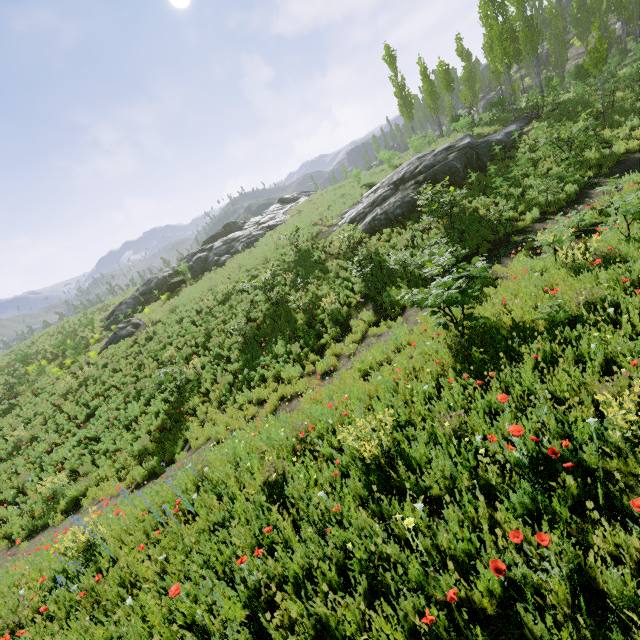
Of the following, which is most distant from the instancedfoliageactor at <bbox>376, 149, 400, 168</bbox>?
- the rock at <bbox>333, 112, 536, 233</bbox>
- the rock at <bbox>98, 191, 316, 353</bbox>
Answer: the rock at <bbox>98, 191, 316, 353</bbox>

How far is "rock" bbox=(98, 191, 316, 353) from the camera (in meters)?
24.03

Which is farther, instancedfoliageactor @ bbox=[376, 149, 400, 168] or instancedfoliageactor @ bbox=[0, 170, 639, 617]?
instancedfoliageactor @ bbox=[376, 149, 400, 168]

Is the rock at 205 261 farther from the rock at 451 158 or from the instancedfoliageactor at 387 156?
the instancedfoliageactor at 387 156

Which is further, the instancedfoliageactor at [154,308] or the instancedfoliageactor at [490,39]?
the instancedfoliageactor at [154,308]

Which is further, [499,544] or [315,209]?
[315,209]
